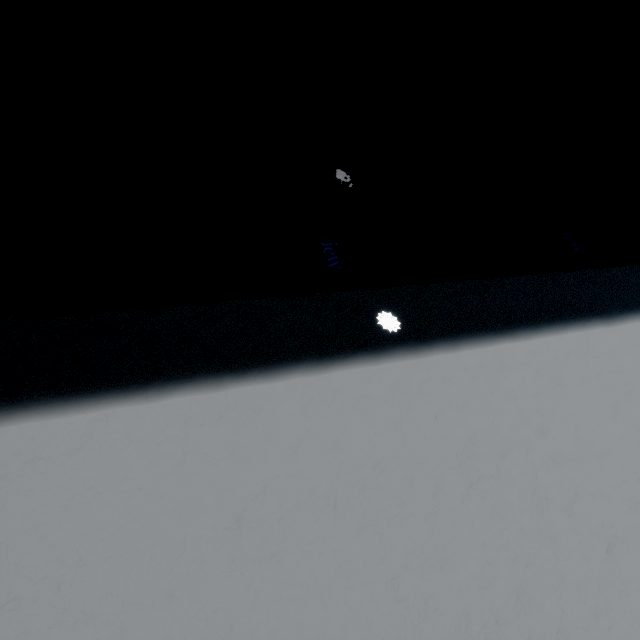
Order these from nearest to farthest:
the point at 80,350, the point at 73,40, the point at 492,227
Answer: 1. the point at 73,40
2. the point at 80,350
3. the point at 492,227
